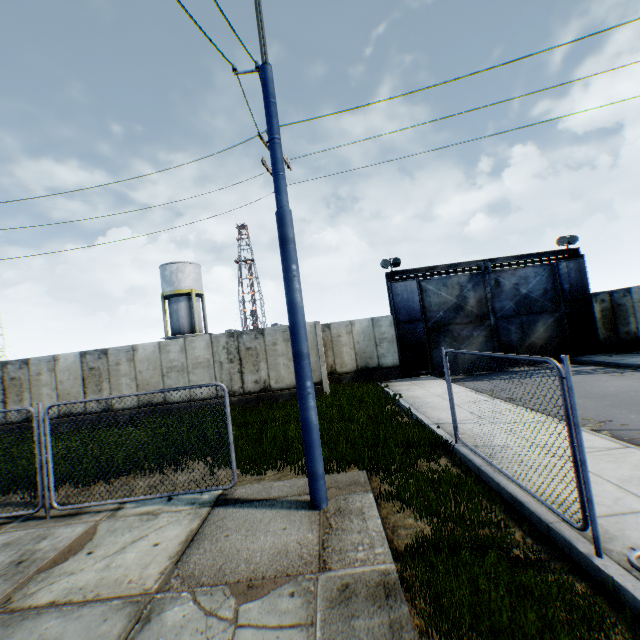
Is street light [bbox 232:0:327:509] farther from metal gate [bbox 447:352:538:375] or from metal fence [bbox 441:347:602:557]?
metal gate [bbox 447:352:538:375]

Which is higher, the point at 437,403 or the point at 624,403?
the point at 437,403

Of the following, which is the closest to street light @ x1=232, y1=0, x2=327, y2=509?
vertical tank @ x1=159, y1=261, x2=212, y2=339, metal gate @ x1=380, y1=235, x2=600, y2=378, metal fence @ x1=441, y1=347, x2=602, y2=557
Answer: metal fence @ x1=441, y1=347, x2=602, y2=557

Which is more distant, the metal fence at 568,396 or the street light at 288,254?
the street light at 288,254

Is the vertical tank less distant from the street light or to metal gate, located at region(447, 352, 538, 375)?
metal gate, located at region(447, 352, 538, 375)

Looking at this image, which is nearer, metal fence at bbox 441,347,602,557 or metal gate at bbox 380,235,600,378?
metal fence at bbox 441,347,602,557

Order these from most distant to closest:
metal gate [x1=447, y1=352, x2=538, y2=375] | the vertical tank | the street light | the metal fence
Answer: the vertical tank → metal gate [x1=447, y1=352, x2=538, y2=375] → the street light → the metal fence

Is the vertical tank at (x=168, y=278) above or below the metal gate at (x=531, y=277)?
above
